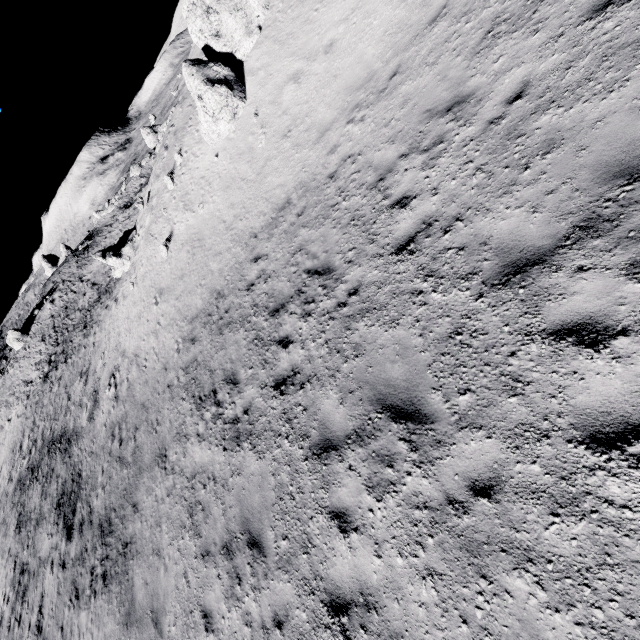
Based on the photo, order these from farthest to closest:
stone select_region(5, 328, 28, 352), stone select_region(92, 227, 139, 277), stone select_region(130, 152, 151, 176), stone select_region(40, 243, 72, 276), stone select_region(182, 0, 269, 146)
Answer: stone select_region(40, 243, 72, 276) → stone select_region(130, 152, 151, 176) → stone select_region(5, 328, 28, 352) → stone select_region(92, 227, 139, 277) → stone select_region(182, 0, 269, 146)

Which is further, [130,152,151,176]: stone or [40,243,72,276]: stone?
[40,243,72,276]: stone

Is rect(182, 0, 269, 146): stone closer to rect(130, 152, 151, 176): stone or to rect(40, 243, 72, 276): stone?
rect(130, 152, 151, 176): stone

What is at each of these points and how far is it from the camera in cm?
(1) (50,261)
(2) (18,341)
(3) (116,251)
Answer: (1) stone, 5500
(2) stone, 4225
(3) stone, 2559

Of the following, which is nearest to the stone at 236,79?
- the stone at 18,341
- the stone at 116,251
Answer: the stone at 116,251

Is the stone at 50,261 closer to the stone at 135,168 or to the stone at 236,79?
the stone at 135,168

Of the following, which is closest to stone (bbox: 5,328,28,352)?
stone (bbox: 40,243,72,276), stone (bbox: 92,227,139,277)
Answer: stone (bbox: 40,243,72,276)

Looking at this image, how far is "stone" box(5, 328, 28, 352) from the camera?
42.1 meters
